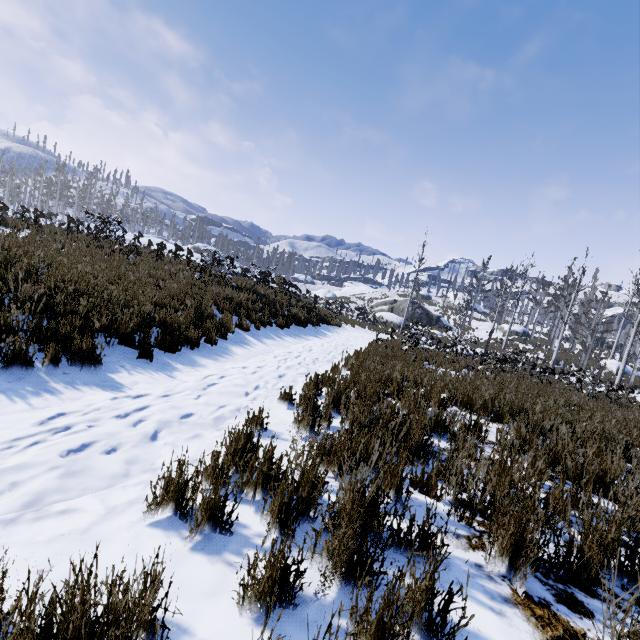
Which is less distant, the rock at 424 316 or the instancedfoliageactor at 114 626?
the instancedfoliageactor at 114 626

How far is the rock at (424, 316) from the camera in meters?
39.6

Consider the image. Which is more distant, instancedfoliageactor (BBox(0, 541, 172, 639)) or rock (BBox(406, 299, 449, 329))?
rock (BBox(406, 299, 449, 329))

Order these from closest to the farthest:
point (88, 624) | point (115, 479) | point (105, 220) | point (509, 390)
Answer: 1. point (88, 624)
2. point (115, 479)
3. point (509, 390)
4. point (105, 220)

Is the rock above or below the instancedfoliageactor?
above

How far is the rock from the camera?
39.6m
